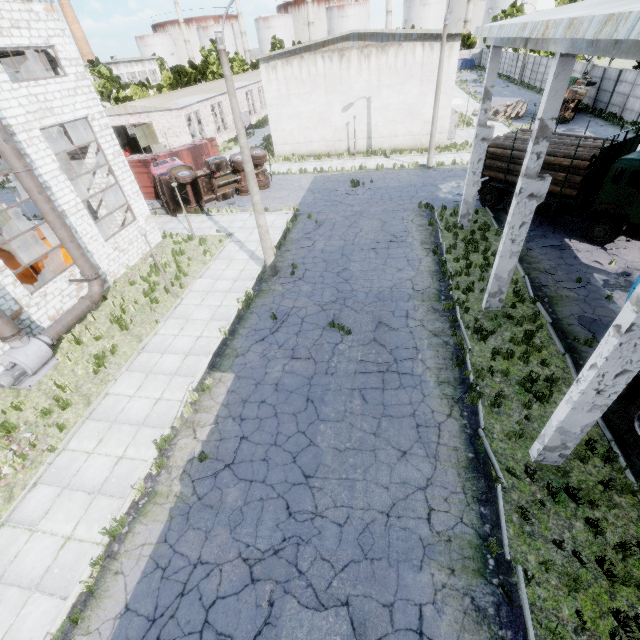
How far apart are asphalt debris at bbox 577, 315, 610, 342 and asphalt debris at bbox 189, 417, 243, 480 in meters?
11.7 m

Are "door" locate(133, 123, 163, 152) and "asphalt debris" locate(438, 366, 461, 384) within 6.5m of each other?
no

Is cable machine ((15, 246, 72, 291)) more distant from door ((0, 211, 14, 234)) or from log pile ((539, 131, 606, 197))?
log pile ((539, 131, 606, 197))

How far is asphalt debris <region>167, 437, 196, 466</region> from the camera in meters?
8.9 m

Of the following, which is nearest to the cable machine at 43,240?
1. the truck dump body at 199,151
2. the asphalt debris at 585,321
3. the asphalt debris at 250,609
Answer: the truck dump body at 199,151

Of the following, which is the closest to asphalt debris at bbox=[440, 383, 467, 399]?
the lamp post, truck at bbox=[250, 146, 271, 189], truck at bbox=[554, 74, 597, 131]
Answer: the lamp post

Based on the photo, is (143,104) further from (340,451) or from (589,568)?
(589,568)

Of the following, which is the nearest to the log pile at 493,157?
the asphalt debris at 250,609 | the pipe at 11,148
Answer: the asphalt debris at 250,609
